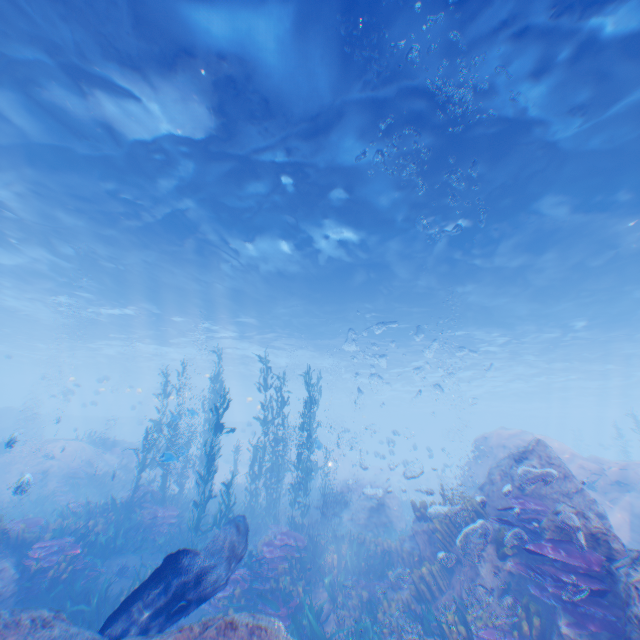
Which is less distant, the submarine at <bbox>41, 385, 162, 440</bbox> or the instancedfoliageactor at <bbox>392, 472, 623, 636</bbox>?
the instancedfoliageactor at <bbox>392, 472, 623, 636</bbox>

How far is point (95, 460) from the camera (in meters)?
20.91

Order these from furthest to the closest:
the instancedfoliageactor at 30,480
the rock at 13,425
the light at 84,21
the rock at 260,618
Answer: the rock at 13,425, the instancedfoliageactor at 30,480, the light at 84,21, the rock at 260,618

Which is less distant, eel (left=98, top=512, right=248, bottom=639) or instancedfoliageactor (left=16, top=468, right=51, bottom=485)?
eel (left=98, top=512, right=248, bottom=639)

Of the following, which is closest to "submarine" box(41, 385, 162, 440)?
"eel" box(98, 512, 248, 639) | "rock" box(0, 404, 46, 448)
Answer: "rock" box(0, 404, 46, 448)

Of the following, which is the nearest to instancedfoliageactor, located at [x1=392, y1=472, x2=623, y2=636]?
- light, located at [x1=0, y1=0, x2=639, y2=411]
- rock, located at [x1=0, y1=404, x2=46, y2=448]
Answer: rock, located at [x1=0, y1=404, x2=46, y2=448]

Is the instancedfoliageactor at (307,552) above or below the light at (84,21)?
below
